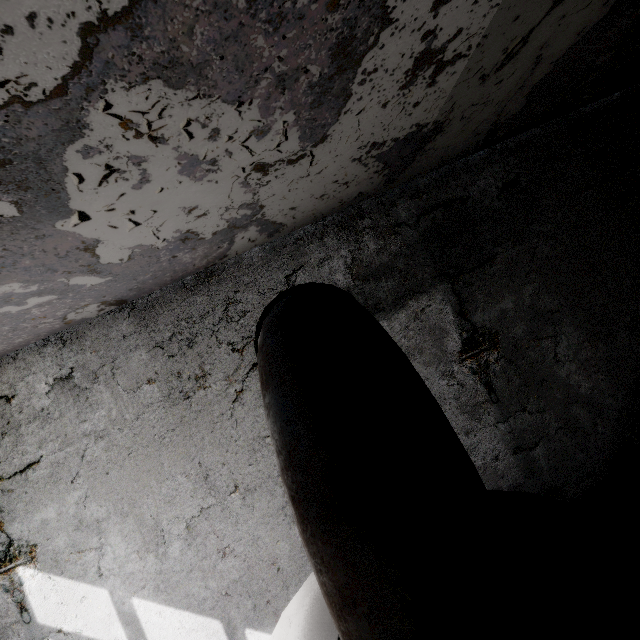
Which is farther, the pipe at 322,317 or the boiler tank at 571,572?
the boiler tank at 571,572

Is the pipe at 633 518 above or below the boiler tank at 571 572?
below

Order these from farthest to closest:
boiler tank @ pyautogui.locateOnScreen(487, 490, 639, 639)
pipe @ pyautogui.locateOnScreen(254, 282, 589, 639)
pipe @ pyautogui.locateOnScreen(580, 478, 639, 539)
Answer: pipe @ pyautogui.locateOnScreen(580, 478, 639, 539) < boiler tank @ pyautogui.locateOnScreen(487, 490, 639, 639) < pipe @ pyautogui.locateOnScreen(254, 282, 589, 639)

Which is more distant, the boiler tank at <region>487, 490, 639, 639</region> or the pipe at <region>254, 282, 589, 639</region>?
the boiler tank at <region>487, 490, 639, 639</region>

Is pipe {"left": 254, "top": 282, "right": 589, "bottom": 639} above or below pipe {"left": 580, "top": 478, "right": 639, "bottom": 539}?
above

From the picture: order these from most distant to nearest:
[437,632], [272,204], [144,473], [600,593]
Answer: [144,473]
[272,204]
[600,593]
[437,632]

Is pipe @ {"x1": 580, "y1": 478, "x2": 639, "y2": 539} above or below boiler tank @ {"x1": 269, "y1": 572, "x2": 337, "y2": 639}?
below
